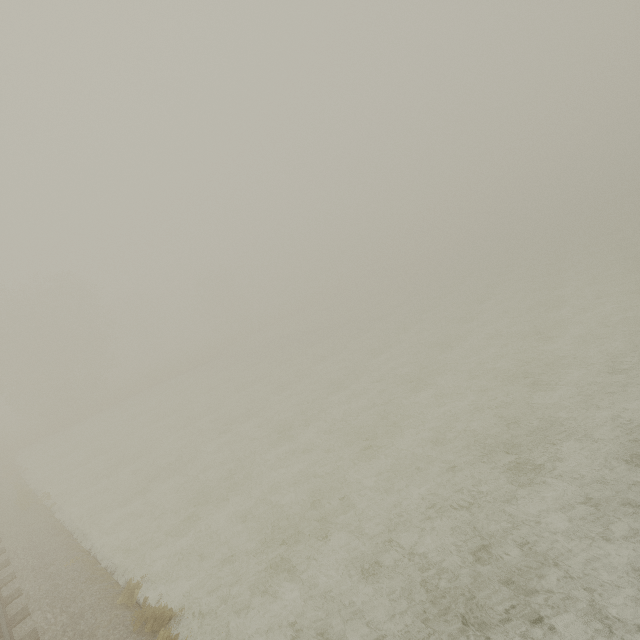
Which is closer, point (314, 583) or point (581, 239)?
point (314, 583)
